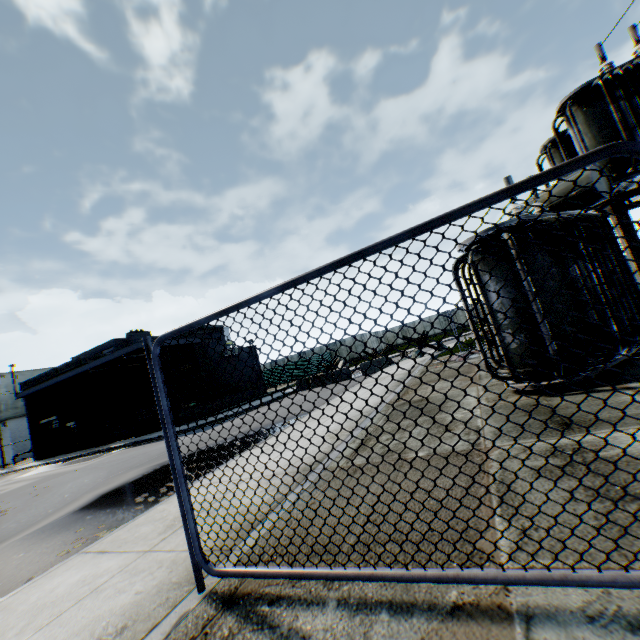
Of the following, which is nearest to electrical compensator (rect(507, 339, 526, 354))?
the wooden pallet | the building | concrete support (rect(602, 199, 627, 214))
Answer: concrete support (rect(602, 199, 627, 214))

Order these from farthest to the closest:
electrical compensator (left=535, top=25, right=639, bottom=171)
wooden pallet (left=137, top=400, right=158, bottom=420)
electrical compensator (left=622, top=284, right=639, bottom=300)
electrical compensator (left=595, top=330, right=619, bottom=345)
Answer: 1. wooden pallet (left=137, top=400, right=158, bottom=420)
2. electrical compensator (left=535, top=25, right=639, bottom=171)
3. electrical compensator (left=622, top=284, right=639, bottom=300)
4. electrical compensator (left=595, top=330, right=619, bottom=345)

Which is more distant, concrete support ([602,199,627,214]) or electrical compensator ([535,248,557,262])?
concrete support ([602,199,627,214])

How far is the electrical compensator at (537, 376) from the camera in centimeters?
532cm

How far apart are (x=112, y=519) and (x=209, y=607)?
4.9 meters

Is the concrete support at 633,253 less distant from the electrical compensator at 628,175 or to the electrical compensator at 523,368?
the electrical compensator at 628,175

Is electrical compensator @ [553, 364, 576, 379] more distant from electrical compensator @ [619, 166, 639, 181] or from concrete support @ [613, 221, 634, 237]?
concrete support @ [613, 221, 634, 237]

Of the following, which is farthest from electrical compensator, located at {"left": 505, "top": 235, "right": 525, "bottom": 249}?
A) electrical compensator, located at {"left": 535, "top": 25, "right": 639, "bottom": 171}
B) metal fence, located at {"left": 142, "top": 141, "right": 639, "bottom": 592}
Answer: metal fence, located at {"left": 142, "top": 141, "right": 639, "bottom": 592}
